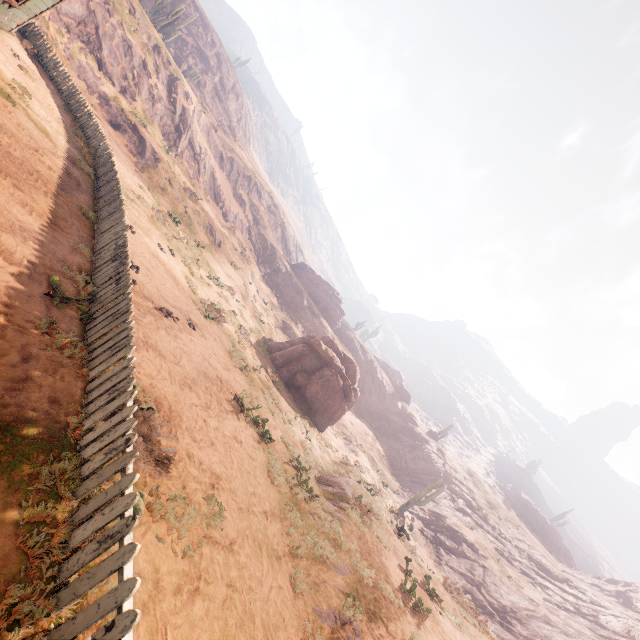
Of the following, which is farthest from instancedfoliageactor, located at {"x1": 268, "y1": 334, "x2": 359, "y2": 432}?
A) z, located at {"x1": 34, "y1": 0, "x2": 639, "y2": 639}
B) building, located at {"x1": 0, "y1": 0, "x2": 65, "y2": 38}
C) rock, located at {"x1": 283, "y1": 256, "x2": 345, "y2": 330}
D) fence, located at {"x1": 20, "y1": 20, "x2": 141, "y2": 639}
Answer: rock, located at {"x1": 283, "y1": 256, "x2": 345, "y2": 330}

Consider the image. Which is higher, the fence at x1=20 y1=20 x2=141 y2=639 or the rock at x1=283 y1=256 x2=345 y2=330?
the rock at x1=283 y1=256 x2=345 y2=330

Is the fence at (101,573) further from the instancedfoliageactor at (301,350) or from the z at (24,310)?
the instancedfoliageactor at (301,350)

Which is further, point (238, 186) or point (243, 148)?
point (243, 148)

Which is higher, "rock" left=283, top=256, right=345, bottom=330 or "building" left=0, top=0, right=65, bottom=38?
"rock" left=283, top=256, right=345, bottom=330

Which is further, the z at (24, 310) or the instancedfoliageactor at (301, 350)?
the instancedfoliageactor at (301, 350)

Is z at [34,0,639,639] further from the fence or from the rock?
the rock

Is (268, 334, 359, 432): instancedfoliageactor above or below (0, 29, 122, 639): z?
above
